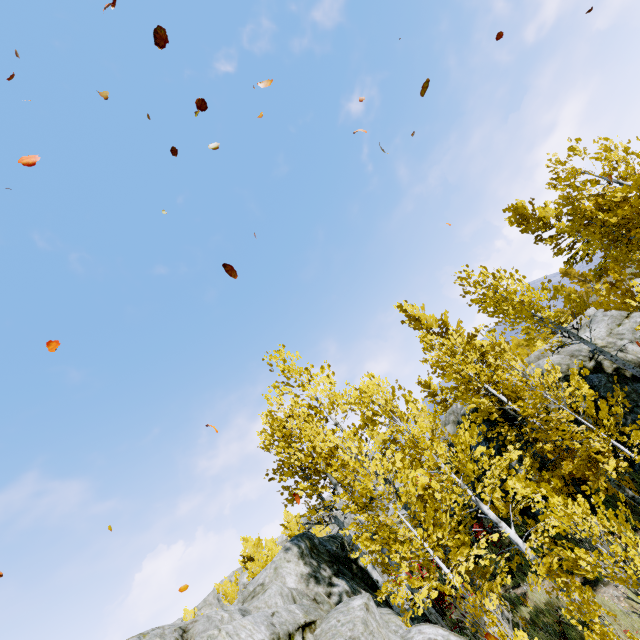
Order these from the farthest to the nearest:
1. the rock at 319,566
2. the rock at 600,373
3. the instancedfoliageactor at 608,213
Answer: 1. the rock at 600,373
2. the instancedfoliageactor at 608,213
3. the rock at 319,566

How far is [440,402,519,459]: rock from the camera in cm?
1344

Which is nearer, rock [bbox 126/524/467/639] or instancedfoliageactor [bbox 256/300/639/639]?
rock [bbox 126/524/467/639]

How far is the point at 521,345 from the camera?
13.0m

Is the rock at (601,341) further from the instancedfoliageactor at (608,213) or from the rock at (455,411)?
the rock at (455,411)

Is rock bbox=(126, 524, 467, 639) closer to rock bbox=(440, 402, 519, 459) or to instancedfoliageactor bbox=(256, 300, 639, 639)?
instancedfoliageactor bbox=(256, 300, 639, 639)

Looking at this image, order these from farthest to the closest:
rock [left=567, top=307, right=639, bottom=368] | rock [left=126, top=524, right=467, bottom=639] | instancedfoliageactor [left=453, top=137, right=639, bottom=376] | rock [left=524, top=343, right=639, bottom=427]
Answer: rock [left=567, top=307, right=639, bottom=368] → rock [left=524, top=343, right=639, bottom=427] → instancedfoliageactor [left=453, top=137, right=639, bottom=376] → rock [left=126, top=524, right=467, bottom=639]
